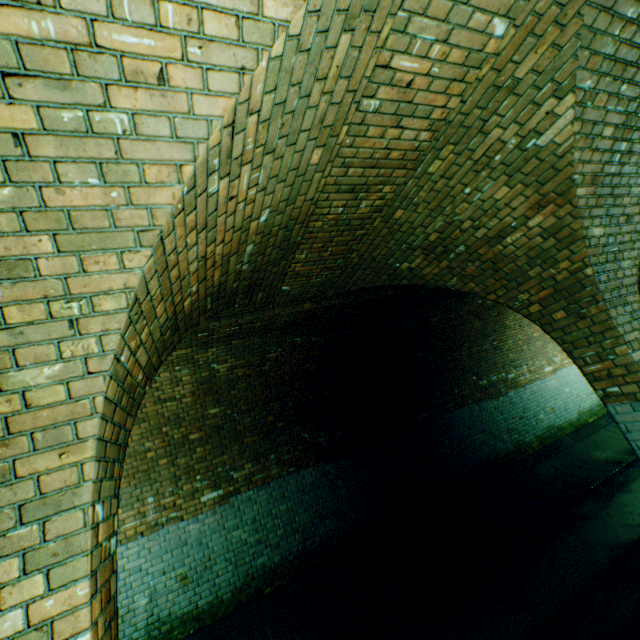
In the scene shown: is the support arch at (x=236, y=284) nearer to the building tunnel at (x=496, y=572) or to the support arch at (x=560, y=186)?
the building tunnel at (x=496, y=572)

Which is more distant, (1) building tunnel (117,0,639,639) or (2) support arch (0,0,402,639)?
(1) building tunnel (117,0,639,639)

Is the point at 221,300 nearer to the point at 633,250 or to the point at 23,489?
the point at 23,489

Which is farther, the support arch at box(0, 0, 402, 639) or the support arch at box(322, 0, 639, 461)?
the support arch at box(322, 0, 639, 461)

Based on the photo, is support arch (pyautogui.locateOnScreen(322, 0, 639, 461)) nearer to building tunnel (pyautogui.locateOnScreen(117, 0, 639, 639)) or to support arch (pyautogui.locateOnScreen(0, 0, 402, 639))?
building tunnel (pyautogui.locateOnScreen(117, 0, 639, 639))

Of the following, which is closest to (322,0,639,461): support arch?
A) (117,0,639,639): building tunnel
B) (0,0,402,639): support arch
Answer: (117,0,639,639): building tunnel

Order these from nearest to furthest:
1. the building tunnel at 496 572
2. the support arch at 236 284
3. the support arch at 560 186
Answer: the support arch at 236 284 < the support arch at 560 186 < the building tunnel at 496 572
